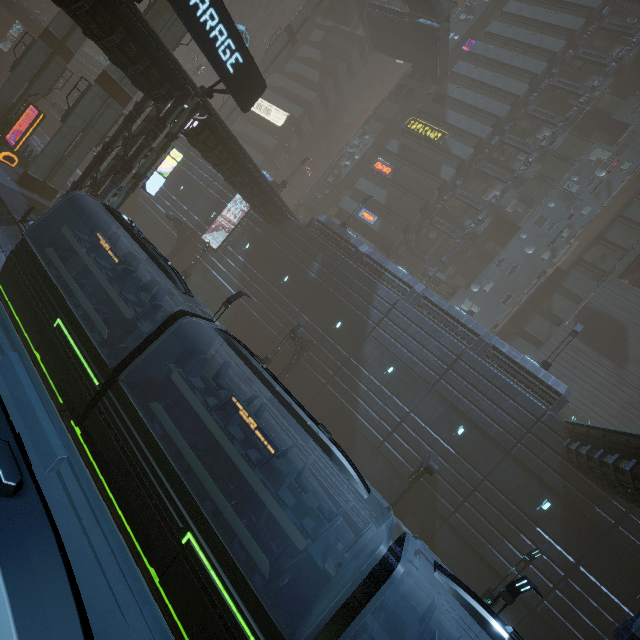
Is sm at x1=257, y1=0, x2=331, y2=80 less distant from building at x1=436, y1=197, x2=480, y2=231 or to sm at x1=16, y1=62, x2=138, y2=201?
building at x1=436, y1=197, x2=480, y2=231

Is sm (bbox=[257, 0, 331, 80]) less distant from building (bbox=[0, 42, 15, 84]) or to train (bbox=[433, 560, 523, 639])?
building (bbox=[0, 42, 15, 84])

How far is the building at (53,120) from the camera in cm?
4672

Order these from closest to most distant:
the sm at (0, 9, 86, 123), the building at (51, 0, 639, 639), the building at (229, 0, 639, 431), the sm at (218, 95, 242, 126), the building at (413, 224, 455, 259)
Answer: the building at (51, 0, 639, 639), the sm at (0, 9, 86, 123), the building at (229, 0, 639, 431), the building at (413, 224, 455, 259), the sm at (218, 95, 242, 126)

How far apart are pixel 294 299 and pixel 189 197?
18.1 meters

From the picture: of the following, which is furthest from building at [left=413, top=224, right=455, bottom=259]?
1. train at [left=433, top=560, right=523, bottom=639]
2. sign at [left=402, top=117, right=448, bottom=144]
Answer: train at [left=433, top=560, right=523, bottom=639]

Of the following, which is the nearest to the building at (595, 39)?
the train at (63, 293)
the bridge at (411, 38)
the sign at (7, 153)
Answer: the bridge at (411, 38)

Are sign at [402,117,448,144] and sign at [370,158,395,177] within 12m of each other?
yes
